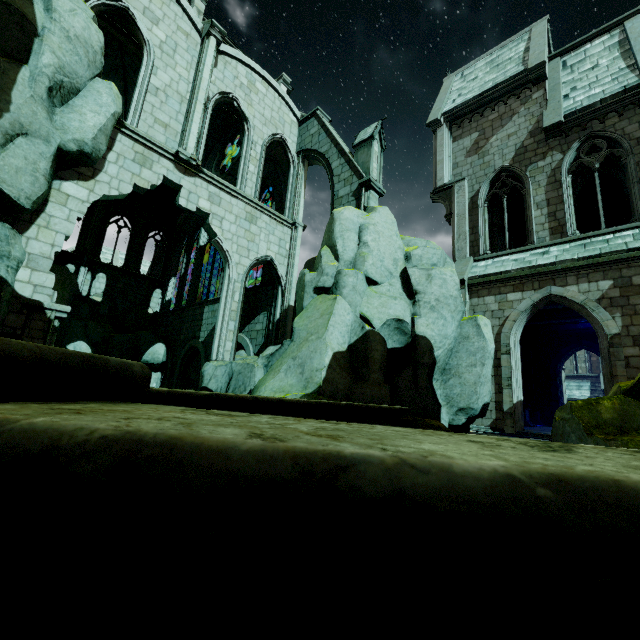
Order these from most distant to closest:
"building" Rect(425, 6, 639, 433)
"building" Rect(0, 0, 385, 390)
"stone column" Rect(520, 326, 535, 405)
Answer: "stone column" Rect(520, 326, 535, 405) < "building" Rect(425, 6, 639, 433) < "building" Rect(0, 0, 385, 390)

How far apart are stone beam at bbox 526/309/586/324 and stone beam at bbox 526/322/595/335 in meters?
2.3 m

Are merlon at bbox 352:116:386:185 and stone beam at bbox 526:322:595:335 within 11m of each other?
no

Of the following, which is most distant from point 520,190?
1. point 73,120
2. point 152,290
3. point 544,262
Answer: point 152,290

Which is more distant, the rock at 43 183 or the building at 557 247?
the building at 557 247

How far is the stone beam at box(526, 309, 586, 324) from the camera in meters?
17.1

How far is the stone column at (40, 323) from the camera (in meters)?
8.51

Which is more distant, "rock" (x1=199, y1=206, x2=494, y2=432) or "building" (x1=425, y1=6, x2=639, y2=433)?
"building" (x1=425, y1=6, x2=639, y2=433)
